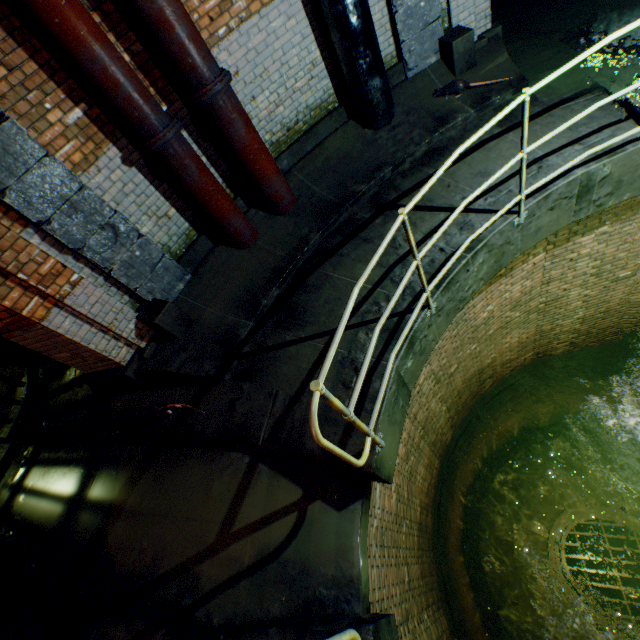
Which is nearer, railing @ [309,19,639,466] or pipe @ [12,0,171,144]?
railing @ [309,19,639,466]

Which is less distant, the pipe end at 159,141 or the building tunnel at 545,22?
the pipe end at 159,141

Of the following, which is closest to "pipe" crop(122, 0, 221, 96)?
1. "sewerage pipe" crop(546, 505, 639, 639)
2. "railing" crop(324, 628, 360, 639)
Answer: "railing" crop(324, 628, 360, 639)

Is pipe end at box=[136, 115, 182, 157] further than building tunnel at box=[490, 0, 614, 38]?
No

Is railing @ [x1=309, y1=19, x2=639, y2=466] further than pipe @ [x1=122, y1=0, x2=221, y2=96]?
No

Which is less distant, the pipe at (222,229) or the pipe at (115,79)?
the pipe at (115,79)

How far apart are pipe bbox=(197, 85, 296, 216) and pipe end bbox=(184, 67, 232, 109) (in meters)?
0.01

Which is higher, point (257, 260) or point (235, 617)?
point (257, 260)
